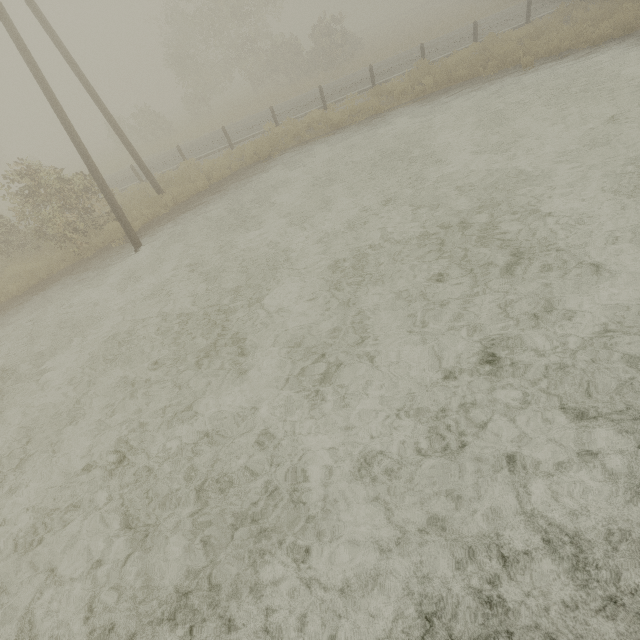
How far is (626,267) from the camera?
4.32m
